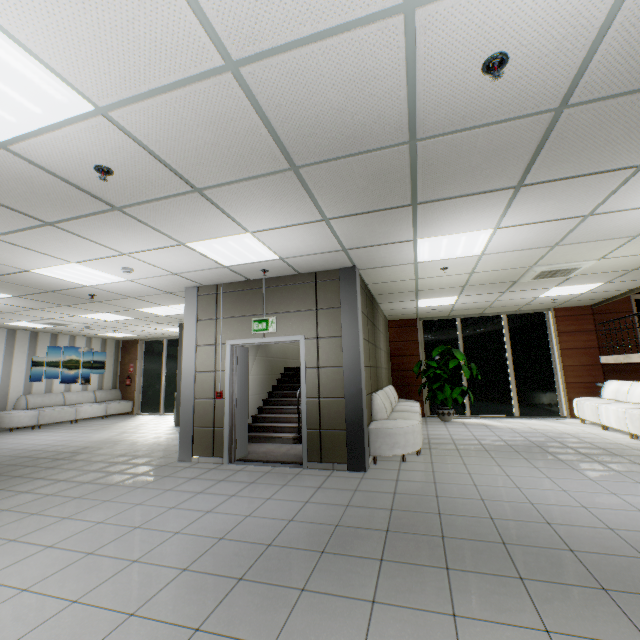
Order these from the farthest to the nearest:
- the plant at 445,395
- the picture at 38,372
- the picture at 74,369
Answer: the picture at 74,369 < the picture at 38,372 < the plant at 445,395

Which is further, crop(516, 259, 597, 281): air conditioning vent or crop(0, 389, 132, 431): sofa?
crop(0, 389, 132, 431): sofa

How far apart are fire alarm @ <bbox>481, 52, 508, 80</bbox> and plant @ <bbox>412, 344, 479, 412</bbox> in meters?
8.2 m

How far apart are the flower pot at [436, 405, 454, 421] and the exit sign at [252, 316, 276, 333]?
6.21m

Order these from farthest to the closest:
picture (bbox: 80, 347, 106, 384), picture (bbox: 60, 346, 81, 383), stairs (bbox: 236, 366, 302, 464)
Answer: picture (bbox: 80, 347, 106, 384), picture (bbox: 60, 346, 81, 383), stairs (bbox: 236, 366, 302, 464)

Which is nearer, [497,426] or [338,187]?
[338,187]

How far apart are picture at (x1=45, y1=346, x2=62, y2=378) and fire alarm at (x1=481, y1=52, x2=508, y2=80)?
14.76m

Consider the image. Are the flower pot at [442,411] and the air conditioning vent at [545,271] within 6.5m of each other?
yes
